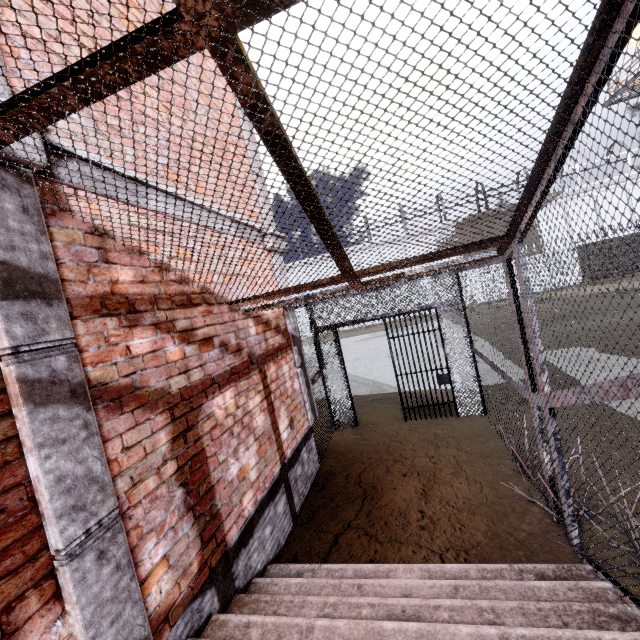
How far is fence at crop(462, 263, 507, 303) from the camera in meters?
24.8

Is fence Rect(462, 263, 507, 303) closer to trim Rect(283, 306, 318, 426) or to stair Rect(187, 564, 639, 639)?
trim Rect(283, 306, 318, 426)

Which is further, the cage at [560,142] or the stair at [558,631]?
the stair at [558,631]

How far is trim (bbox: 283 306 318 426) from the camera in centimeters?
520cm

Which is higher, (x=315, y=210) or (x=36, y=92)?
(x=36, y=92)

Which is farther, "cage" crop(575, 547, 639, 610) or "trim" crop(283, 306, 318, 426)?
"trim" crop(283, 306, 318, 426)

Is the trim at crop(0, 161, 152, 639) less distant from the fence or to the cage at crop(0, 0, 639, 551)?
the cage at crop(0, 0, 639, 551)

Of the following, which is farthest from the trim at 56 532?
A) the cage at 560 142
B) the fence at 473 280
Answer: the fence at 473 280
